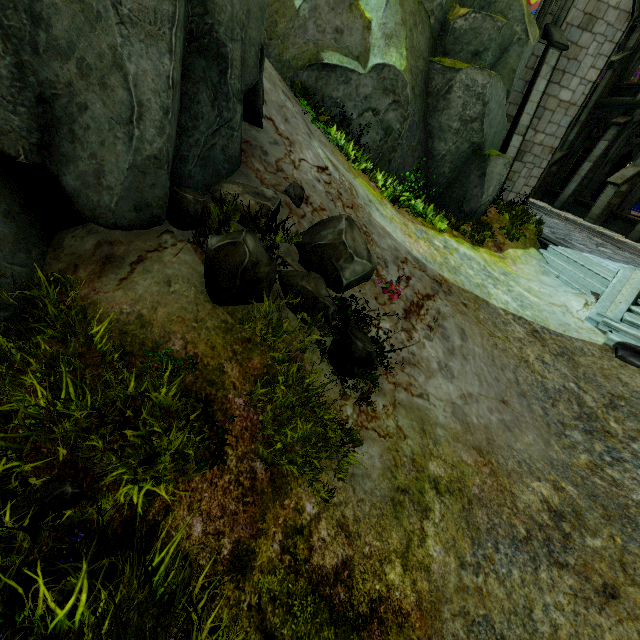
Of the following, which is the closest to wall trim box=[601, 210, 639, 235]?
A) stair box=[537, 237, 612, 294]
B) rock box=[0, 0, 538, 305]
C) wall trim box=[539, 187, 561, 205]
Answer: wall trim box=[539, 187, 561, 205]

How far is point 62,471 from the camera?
2.3 meters

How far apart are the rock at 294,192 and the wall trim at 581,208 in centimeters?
1934cm

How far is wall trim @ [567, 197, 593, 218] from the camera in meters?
17.5

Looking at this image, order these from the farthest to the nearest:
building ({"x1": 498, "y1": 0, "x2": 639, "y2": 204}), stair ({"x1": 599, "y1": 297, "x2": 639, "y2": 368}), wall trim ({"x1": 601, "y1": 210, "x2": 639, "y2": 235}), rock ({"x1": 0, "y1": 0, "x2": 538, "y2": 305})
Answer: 1. wall trim ({"x1": 601, "y1": 210, "x2": 639, "y2": 235})
2. building ({"x1": 498, "y1": 0, "x2": 639, "y2": 204})
3. stair ({"x1": 599, "y1": 297, "x2": 639, "y2": 368})
4. rock ({"x1": 0, "y1": 0, "x2": 538, "y2": 305})

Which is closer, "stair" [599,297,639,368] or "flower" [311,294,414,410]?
"flower" [311,294,414,410]

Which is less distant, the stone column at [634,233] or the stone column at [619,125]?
the stone column at [634,233]

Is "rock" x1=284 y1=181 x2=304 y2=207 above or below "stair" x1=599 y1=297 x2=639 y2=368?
above
